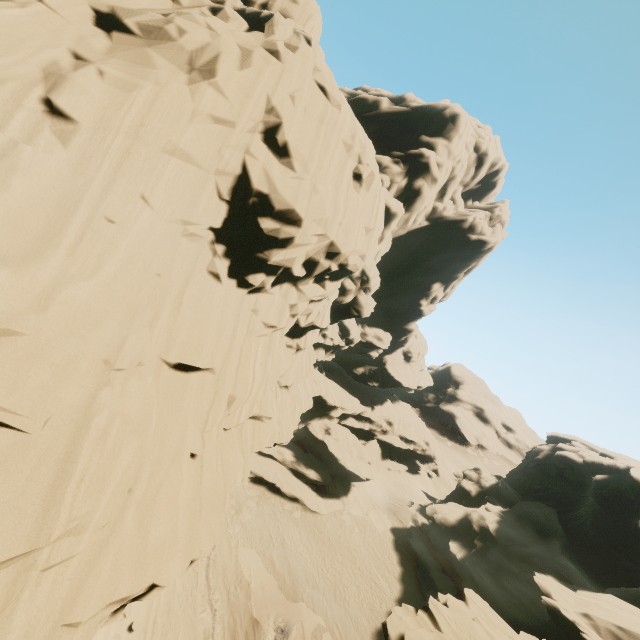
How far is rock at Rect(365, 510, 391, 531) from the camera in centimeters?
3466cm

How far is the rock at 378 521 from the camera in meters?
34.7

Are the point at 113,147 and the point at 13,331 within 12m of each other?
yes

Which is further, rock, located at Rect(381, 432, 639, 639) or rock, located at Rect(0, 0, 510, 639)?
rock, located at Rect(381, 432, 639, 639)

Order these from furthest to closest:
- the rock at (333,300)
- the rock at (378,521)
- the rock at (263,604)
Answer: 1. the rock at (378,521)
2. the rock at (263,604)
3. the rock at (333,300)

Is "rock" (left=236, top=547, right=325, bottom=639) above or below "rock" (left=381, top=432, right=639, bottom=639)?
below
